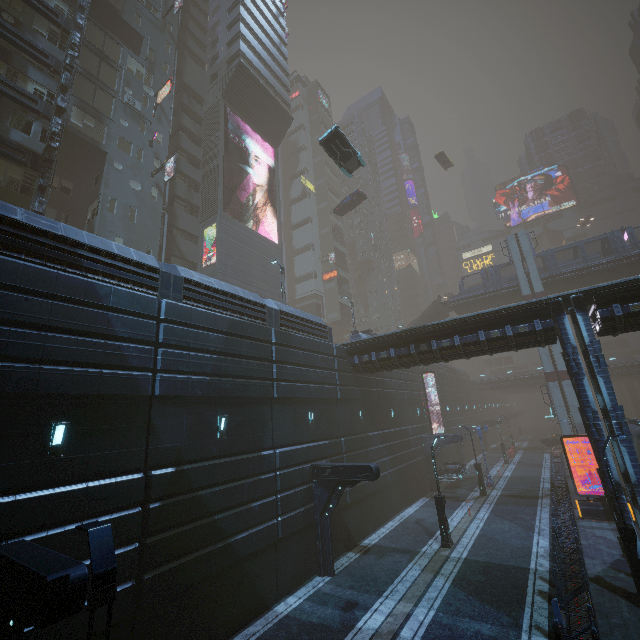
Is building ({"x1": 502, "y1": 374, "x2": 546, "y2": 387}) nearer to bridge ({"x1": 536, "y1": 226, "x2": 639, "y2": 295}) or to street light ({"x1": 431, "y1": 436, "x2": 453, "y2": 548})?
street light ({"x1": 431, "y1": 436, "x2": 453, "y2": 548})

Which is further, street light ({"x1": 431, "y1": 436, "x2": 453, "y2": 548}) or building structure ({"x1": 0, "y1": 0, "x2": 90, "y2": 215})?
building structure ({"x1": 0, "y1": 0, "x2": 90, "y2": 215})

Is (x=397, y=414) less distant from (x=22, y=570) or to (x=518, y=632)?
(x=518, y=632)

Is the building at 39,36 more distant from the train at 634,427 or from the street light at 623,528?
the street light at 623,528

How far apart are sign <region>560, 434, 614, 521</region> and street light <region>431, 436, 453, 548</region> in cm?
910

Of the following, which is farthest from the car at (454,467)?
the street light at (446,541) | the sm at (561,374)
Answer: the street light at (446,541)

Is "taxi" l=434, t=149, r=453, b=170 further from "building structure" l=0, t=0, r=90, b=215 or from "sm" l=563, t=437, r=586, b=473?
"building structure" l=0, t=0, r=90, b=215

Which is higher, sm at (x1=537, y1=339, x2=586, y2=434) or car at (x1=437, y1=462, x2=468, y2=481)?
sm at (x1=537, y1=339, x2=586, y2=434)
